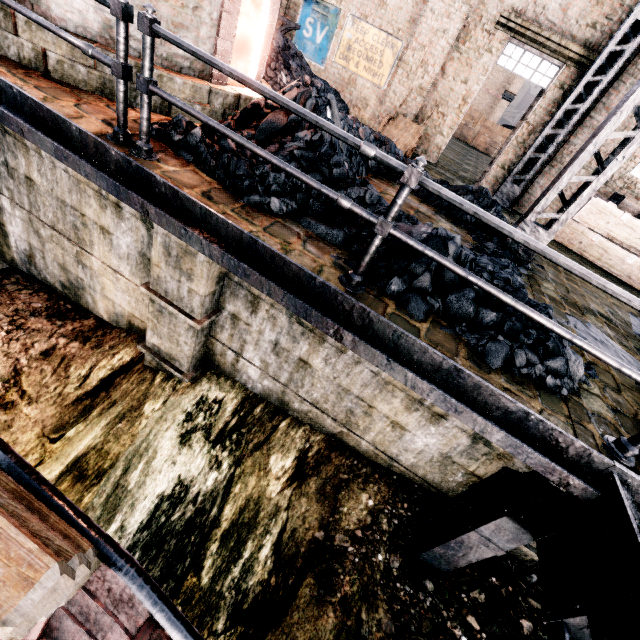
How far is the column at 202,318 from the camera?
4.54m

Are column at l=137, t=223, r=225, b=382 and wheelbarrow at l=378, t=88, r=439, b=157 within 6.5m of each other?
no

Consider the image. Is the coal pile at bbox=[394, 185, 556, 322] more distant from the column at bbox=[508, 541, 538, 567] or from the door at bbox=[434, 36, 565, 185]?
the door at bbox=[434, 36, 565, 185]

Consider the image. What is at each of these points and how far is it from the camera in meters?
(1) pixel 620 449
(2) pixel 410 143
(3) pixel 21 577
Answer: (1) metal railing, 2.9 m
(2) wheelbarrow, 10.2 m
(3) wood pile, 1.4 m

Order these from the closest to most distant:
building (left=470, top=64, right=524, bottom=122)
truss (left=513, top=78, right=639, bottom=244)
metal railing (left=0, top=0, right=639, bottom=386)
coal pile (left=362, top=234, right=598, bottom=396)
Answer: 1. metal railing (left=0, top=0, right=639, bottom=386)
2. coal pile (left=362, top=234, right=598, bottom=396)
3. truss (left=513, top=78, right=639, bottom=244)
4. building (left=470, top=64, right=524, bottom=122)

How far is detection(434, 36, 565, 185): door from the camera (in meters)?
9.72

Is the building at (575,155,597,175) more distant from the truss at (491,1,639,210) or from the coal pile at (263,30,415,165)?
the coal pile at (263,30,415,165)

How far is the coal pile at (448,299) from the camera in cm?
331
